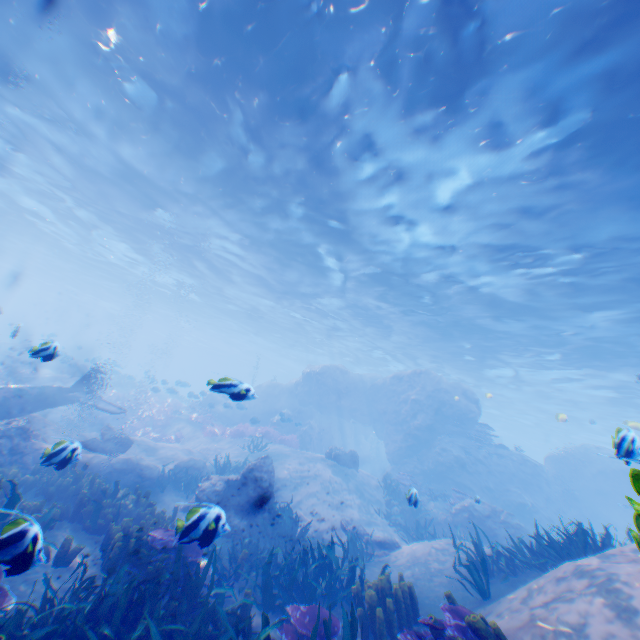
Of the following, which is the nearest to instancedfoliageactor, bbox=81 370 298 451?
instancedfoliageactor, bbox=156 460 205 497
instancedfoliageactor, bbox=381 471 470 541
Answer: instancedfoliageactor, bbox=156 460 205 497

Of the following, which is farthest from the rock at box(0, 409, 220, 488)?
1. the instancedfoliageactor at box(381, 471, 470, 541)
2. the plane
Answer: the instancedfoliageactor at box(381, 471, 470, 541)

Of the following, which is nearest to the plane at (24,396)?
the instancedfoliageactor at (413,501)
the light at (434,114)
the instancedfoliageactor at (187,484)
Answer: the instancedfoliageactor at (187,484)

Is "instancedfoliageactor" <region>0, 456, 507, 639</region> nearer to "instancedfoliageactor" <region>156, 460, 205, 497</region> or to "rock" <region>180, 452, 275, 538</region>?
"rock" <region>180, 452, 275, 538</region>

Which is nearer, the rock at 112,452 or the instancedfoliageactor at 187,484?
the rock at 112,452

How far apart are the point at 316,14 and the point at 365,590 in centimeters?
→ 1270cm

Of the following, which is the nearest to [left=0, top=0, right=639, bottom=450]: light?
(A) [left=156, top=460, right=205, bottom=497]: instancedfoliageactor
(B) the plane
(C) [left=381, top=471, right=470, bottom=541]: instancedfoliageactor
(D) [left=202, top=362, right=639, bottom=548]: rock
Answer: (D) [left=202, top=362, right=639, bottom=548]: rock

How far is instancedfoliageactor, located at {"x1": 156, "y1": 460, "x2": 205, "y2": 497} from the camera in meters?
11.6 m
